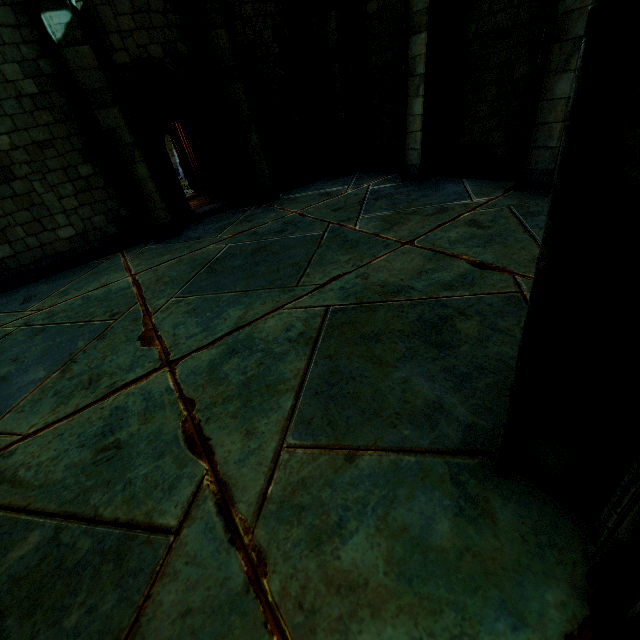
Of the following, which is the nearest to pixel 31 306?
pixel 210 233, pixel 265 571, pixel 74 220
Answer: pixel 74 220

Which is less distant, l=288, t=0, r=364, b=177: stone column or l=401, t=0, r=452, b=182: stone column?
l=401, t=0, r=452, b=182: stone column

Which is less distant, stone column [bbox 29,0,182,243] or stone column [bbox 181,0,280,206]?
stone column [bbox 29,0,182,243]

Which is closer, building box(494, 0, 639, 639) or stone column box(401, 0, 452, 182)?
building box(494, 0, 639, 639)

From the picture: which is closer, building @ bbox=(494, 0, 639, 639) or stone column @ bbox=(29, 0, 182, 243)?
building @ bbox=(494, 0, 639, 639)

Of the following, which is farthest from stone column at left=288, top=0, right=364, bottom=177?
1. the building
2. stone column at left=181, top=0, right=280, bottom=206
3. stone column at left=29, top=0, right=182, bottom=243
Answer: the building

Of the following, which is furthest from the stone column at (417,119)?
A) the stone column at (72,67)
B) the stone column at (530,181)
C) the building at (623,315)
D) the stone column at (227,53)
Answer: the stone column at (72,67)

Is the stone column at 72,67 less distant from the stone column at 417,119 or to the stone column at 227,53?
the stone column at 227,53
